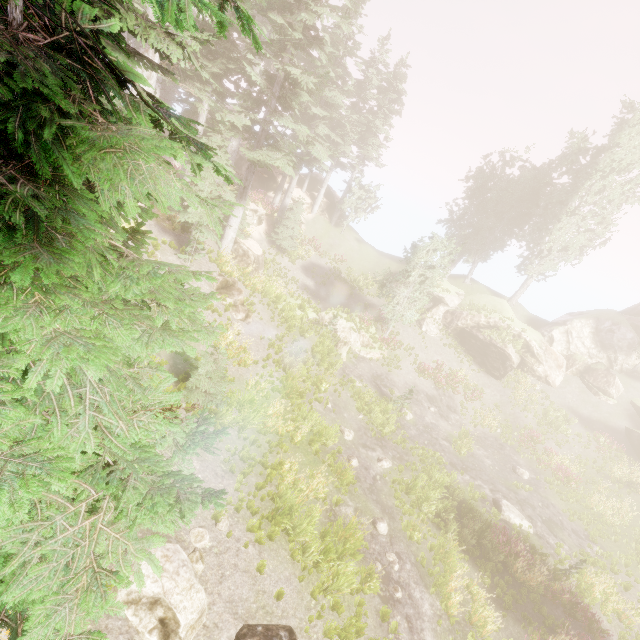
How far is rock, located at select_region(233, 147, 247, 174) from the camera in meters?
34.0

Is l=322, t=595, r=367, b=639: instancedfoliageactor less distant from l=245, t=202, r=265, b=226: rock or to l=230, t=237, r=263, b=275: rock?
l=230, t=237, r=263, b=275: rock

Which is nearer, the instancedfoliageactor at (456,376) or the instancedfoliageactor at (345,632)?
the instancedfoliageactor at (345,632)

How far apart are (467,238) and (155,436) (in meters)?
35.56

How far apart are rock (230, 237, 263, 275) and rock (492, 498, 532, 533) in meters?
20.5

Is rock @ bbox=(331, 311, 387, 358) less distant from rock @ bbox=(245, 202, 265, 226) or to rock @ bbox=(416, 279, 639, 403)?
rock @ bbox=(416, 279, 639, 403)

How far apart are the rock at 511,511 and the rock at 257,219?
26.2 meters

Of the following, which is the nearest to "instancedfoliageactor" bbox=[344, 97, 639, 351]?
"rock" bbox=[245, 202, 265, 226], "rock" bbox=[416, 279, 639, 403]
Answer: "rock" bbox=[416, 279, 639, 403]
